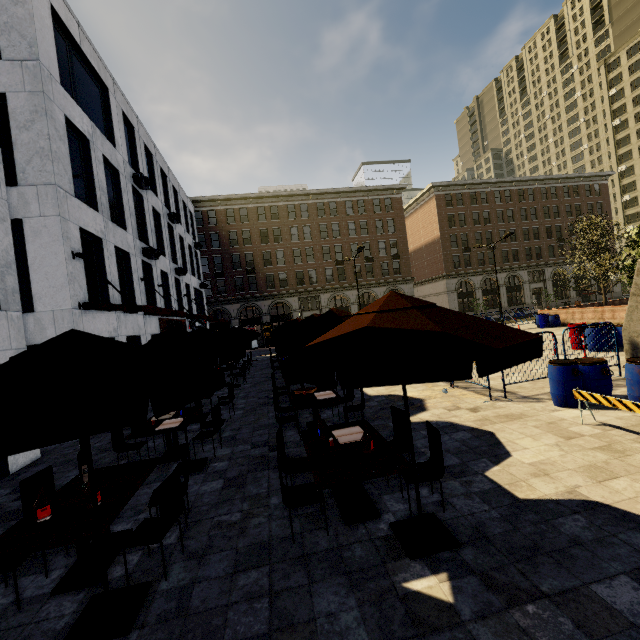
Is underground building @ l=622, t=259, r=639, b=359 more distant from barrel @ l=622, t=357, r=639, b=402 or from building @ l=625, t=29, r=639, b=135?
building @ l=625, t=29, r=639, b=135

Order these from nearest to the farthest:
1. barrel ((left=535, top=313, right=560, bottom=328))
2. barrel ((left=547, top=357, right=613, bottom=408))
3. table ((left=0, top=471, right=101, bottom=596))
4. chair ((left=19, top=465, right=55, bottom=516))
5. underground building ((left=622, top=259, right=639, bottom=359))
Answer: table ((left=0, top=471, right=101, bottom=596)), chair ((left=19, top=465, right=55, bottom=516)), barrel ((left=547, top=357, right=613, bottom=408)), underground building ((left=622, top=259, right=639, bottom=359)), barrel ((left=535, top=313, right=560, bottom=328))

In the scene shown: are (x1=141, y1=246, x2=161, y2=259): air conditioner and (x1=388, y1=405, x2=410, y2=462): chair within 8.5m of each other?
no

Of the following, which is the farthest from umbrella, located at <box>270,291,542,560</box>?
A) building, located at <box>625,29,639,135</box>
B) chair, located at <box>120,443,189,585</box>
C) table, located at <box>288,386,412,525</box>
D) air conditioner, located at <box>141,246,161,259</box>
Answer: building, located at <box>625,29,639,135</box>

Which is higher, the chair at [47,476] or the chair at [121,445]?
the chair at [47,476]

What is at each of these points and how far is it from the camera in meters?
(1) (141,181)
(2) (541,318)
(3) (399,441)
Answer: (1) air conditioner, 17.2
(2) barrel, 23.5
(3) chair, 5.5

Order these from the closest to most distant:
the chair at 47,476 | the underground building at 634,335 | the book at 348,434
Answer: the chair at 47,476
the book at 348,434
the underground building at 634,335

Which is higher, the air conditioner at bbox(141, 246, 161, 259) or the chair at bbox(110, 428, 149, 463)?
the air conditioner at bbox(141, 246, 161, 259)
